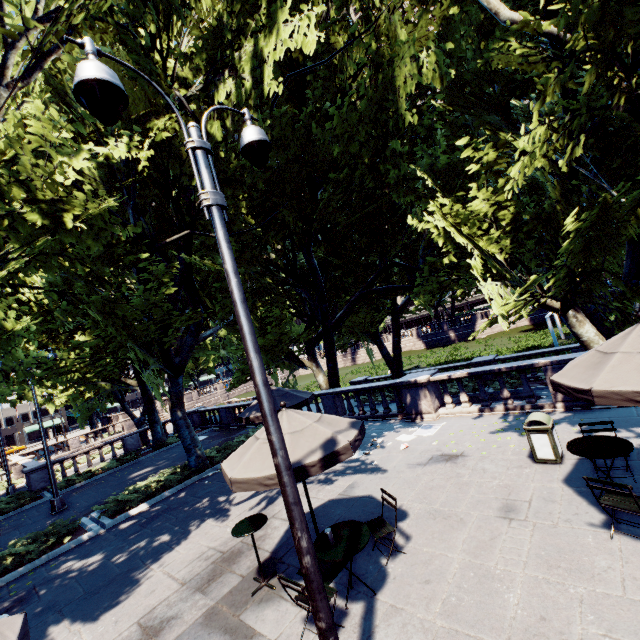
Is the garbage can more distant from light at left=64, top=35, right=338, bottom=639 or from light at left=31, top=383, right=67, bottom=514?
light at left=31, top=383, right=67, bottom=514

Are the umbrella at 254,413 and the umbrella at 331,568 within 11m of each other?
yes

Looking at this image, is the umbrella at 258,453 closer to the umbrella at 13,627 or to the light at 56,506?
the umbrella at 13,627

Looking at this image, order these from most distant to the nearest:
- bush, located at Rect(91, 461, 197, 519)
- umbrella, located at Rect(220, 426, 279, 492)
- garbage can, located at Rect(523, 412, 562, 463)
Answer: bush, located at Rect(91, 461, 197, 519)
garbage can, located at Rect(523, 412, 562, 463)
umbrella, located at Rect(220, 426, 279, 492)

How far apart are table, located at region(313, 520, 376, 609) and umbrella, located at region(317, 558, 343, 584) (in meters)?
0.67

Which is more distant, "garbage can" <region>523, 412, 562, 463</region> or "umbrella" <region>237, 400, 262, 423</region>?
"umbrella" <region>237, 400, 262, 423</region>

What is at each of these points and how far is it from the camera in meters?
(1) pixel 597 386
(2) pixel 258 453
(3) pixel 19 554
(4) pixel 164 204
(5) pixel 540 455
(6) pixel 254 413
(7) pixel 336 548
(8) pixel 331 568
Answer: (1) umbrella, 4.6
(2) umbrella, 5.5
(3) bush, 9.9
(4) tree, 13.6
(5) garbage can, 7.4
(6) umbrella, 10.8
(7) table, 5.0
(8) umbrella, 5.9

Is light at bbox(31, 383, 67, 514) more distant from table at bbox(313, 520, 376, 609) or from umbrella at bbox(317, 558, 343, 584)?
table at bbox(313, 520, 376, 609)
